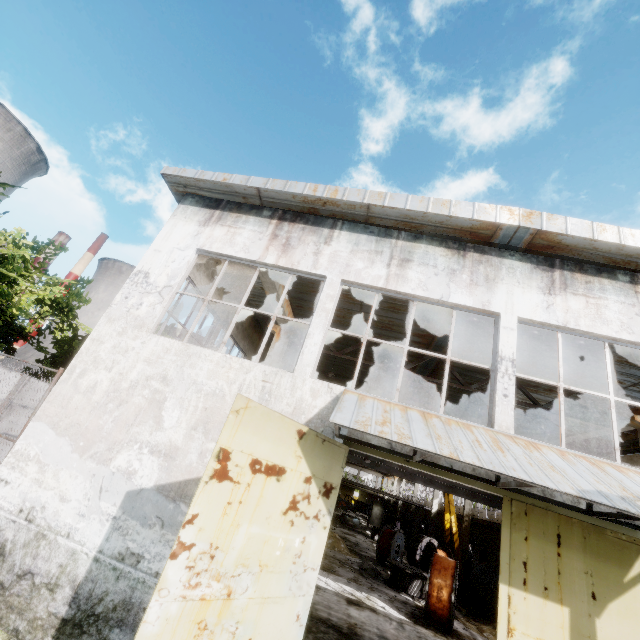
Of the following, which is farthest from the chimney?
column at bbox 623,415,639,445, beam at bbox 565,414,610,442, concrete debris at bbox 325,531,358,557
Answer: column at bbox 623,415,639,445

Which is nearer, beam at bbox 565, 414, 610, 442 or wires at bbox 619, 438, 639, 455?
beam at bbox 565, 414, 610, 442

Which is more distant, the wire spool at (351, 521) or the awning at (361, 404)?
the wire spool at (351, 521)

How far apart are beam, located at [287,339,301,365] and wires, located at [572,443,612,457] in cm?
1483

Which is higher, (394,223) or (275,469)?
(394,223)

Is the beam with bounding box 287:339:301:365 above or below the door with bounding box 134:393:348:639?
above

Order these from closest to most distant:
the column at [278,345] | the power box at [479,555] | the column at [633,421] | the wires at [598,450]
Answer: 1. the column at [633,421]
2. the column at [278,345]
3. the wires at [598,450]
4. the power box at [479,555]

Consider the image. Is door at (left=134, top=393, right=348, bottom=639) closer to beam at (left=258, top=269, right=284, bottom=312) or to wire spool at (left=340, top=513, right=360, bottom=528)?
beam at (left=258, top=269, right=284, bottom=312)
